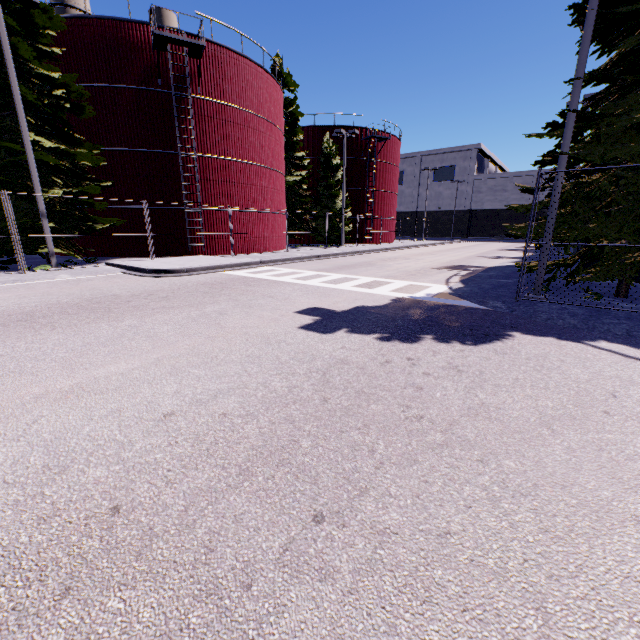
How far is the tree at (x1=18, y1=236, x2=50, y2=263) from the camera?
13.95m

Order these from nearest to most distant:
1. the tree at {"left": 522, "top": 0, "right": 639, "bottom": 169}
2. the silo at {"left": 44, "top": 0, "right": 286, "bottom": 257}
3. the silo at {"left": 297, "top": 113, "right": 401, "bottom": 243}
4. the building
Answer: the tree at {"left": 522, "top": 0, "right": 639, "bottom": 169} < the silo at {"left": 44, "top": 0, "right": 286, "bottom": 257} < the silo at {"left": 297, "top": 113, "right": 401, "bottom": 243} < the building

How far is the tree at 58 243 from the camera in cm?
1451

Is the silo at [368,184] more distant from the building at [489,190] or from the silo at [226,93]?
the building at [489,190]

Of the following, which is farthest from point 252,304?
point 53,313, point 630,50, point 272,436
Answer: point 630,50

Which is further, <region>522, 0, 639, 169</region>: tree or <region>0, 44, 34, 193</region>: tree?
<region>0, 44, 34, 193</region>: tree

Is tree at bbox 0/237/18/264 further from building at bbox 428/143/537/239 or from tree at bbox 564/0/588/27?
building at bbox 428/143/537/239

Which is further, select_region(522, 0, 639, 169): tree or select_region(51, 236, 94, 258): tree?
select_region(51, 236, 94, 258): tree
